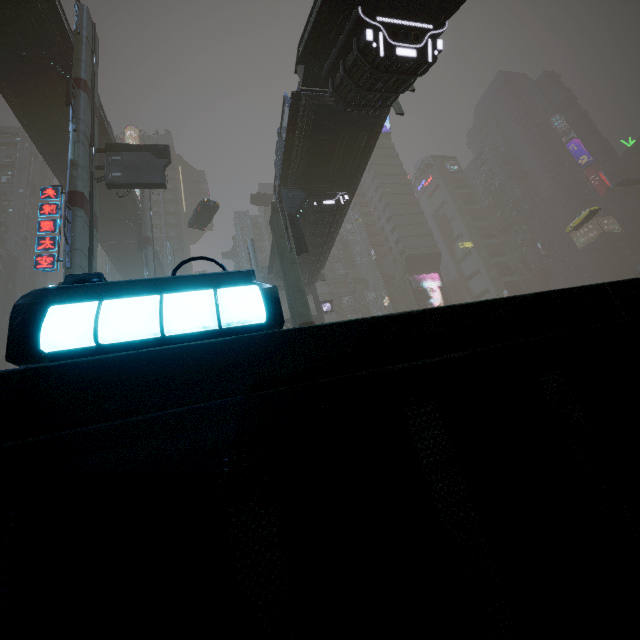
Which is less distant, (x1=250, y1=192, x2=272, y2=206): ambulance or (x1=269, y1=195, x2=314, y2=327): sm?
(x1=269, y1=195, x2=314, y2=327): sm

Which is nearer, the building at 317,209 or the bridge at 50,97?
the bridge at 50,97

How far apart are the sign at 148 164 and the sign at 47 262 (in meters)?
3.70

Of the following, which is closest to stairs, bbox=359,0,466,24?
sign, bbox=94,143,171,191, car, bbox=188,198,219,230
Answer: car, bbox=188,198,219,230

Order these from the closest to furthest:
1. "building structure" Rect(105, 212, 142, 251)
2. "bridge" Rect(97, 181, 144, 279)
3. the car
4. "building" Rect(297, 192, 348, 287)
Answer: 1. "building" Rect(297, 192, 348, 287)
2. the car
3. "bridge" Rect(97, 181, 144, 279)
4. "building structure" Rect(105, 212, 142, 251)

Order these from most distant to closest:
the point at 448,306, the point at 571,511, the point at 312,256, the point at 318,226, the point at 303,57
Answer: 1. the point at 312,256
2. the point at 318,226
3. the point at 303,57
4. the point at 448,306
5. the point at 571,511

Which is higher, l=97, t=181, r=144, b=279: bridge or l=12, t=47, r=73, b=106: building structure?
l=97, t=181, r=144, b=279: bridge

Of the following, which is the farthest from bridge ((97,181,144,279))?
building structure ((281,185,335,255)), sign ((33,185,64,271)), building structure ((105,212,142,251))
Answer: building structure ((281,185,335,255))
